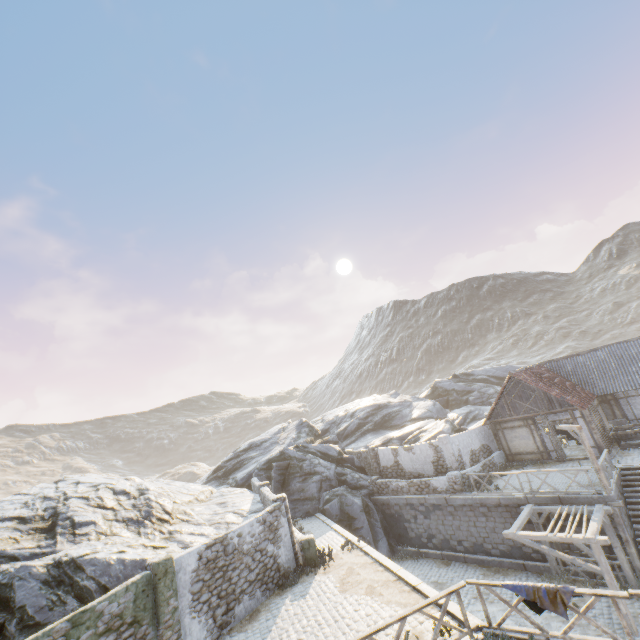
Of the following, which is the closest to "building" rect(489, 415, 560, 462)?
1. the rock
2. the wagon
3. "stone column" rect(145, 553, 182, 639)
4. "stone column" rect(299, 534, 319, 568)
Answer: the wagon

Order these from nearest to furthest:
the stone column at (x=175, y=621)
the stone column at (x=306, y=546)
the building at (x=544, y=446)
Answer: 1. the stone column at (x=175, y=621)
2. the stone column at (x=306, y=546)
3. the building at (x=544, y=446)

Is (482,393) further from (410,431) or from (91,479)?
(91,479)

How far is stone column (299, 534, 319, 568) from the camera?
14.7m

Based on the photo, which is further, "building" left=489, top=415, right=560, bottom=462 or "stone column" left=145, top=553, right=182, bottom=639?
"building" left=489, top=415, right=560, bottom=462

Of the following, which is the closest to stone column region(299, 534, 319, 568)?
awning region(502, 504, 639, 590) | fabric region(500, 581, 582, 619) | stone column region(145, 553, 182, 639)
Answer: stone column region(145, 553, 182, 639)

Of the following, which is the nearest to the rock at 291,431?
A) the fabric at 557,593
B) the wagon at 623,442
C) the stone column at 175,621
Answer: the stone column at 175,621

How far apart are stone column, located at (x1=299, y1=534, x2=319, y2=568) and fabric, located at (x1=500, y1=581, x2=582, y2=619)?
9.0m
